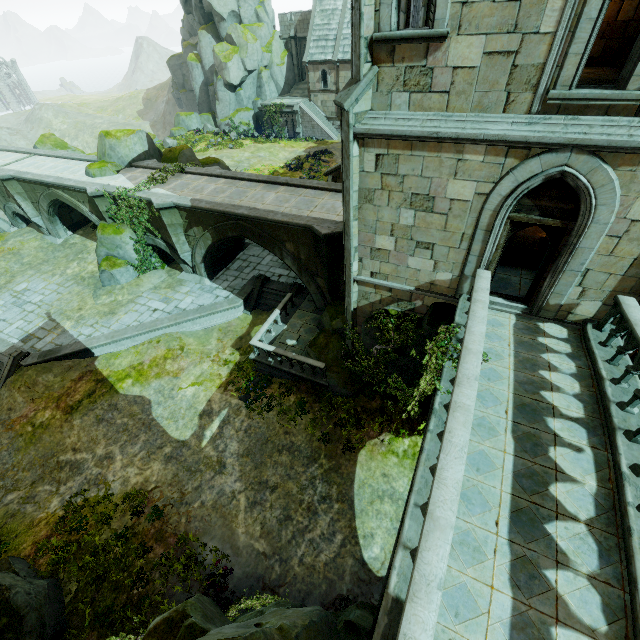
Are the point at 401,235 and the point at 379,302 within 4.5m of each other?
yes

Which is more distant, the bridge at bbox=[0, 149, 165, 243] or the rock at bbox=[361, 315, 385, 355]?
the bridge at bbox=[0, 149, 165, 243]

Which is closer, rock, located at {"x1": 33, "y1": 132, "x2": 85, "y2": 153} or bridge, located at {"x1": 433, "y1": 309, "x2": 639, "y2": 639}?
bridge, located at {"x1": 433, "y1": 309, "x2": 639, "y2": 639}

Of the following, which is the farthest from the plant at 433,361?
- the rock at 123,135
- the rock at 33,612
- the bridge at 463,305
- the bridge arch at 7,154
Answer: the bridge arch at 7,154

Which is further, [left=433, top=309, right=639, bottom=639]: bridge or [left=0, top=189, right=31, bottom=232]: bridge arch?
[left=0, top=189, right=31, bottom=232]: bridge arch

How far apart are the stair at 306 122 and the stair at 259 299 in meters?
29.2

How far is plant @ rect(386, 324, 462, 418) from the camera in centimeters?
730cm

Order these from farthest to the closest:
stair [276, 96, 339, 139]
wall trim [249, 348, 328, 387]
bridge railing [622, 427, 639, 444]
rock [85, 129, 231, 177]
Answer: stair [276, 96, 339, 139] → rock [85, 129, 231, 177] → wall trim [249, 348, 328, 387] → bridge railing [622, 427, 639, 444]
